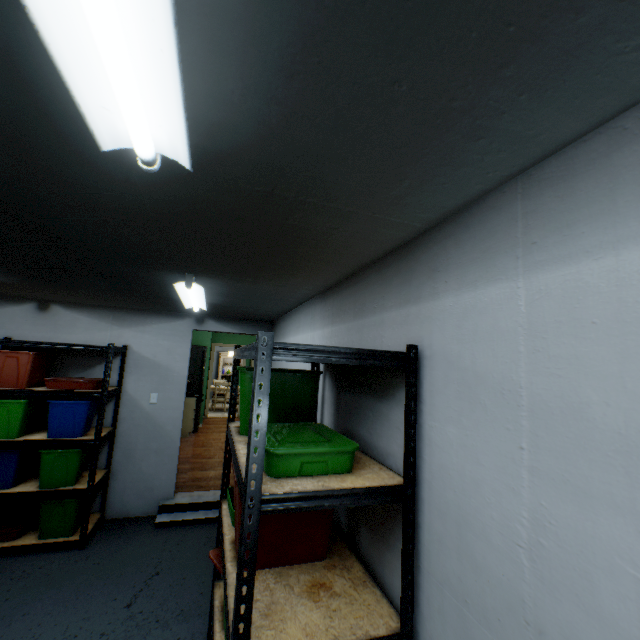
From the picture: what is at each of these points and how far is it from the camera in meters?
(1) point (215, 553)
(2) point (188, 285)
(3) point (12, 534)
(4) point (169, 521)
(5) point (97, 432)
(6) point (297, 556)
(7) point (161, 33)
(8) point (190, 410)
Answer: (1) storage tub, 1.6 m
(2) lamp, 2.2 m
(3) storage tub, 3.0 m
(4) building, 3.6 m
(5) shelf, 3.2 m
(6) storage tub, 1.4 m
(7) lamp, 0.5 m
(8) cabinet, 7.1 m

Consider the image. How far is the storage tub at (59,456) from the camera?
3.10m

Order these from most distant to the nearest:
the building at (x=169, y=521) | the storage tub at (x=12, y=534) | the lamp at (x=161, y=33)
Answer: the building at (x=169, y=521) → the storage tub at (x=12, y=534) → the lamp at (x=161, y=33)

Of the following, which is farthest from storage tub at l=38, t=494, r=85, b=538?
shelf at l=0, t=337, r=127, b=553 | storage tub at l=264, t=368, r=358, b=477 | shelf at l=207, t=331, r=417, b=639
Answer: storage tub at l=264, t=368, r=358, b=477

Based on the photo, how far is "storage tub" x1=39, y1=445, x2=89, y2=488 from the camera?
3.1m

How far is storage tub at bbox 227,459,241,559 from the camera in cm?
136

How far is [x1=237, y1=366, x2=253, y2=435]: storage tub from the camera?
1.7m

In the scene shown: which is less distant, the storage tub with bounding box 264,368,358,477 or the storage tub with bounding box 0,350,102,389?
the storage tub with bounding box 264,368,358,477
